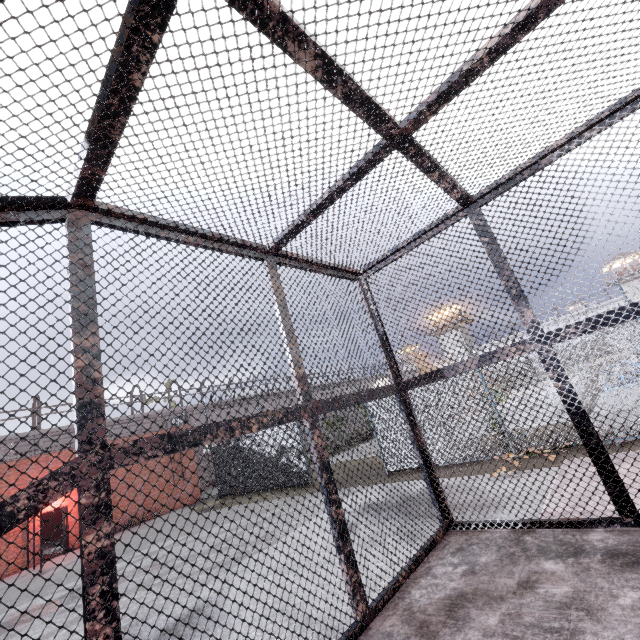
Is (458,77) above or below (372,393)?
above

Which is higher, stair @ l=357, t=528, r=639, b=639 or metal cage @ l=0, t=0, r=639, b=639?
metal cage @ l=0, t=0, r=639, b=639

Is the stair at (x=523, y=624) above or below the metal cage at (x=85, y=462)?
below
